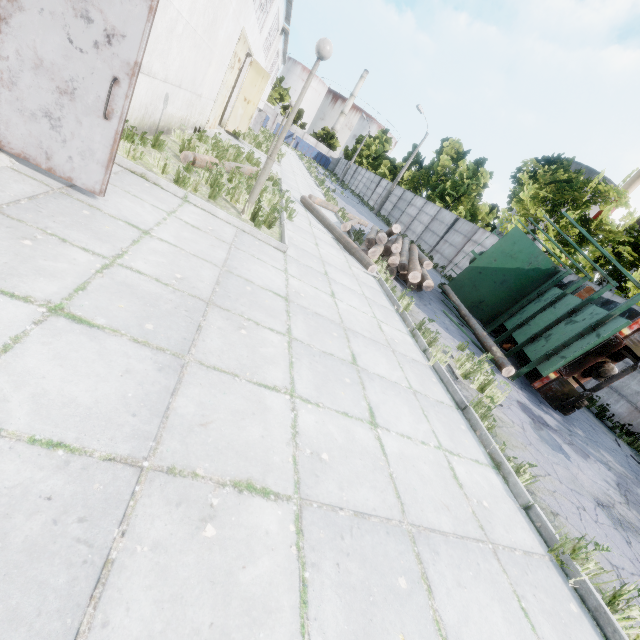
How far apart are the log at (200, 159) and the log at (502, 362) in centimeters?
813cm

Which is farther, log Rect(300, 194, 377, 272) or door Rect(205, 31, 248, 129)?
door Rect(205, 31, 248, 129)

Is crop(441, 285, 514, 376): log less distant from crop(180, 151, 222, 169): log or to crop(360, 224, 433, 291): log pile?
crop(360, 224, 433, 291): log pile

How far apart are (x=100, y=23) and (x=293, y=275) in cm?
372

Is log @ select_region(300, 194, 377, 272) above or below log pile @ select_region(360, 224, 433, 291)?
below

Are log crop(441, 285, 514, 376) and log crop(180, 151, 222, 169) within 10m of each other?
yes

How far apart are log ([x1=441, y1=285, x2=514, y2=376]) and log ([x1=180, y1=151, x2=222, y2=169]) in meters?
8.1 m

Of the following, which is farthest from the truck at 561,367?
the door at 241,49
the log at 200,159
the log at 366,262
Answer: the door at 241,49
